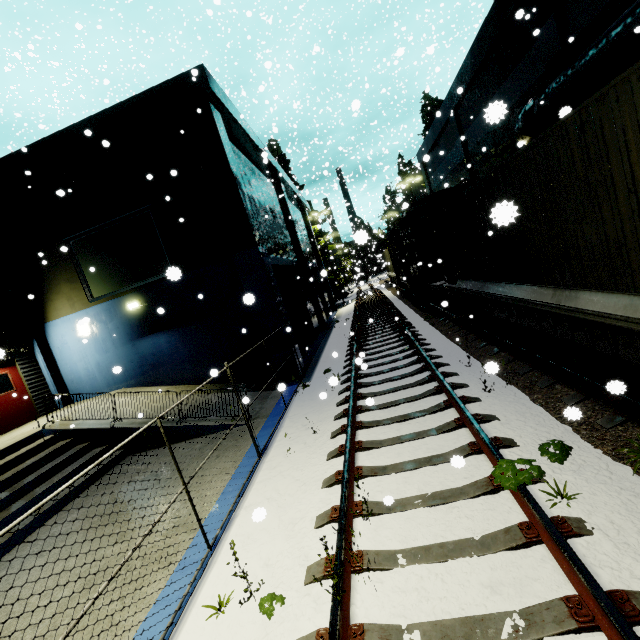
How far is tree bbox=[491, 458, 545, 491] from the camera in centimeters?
346cm

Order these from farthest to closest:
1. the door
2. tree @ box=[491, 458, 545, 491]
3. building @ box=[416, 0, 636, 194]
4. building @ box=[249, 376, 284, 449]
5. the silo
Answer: the silo, the door, building @ box=[416, 0, 636, 194], building @ box=[249, 376, 284, 449], tree @ box=[491, 458, 545, 491]

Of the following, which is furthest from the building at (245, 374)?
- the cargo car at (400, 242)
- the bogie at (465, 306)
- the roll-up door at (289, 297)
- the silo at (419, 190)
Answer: the silo at (419, 190)

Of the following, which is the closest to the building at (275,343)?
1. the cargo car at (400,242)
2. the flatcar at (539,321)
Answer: the cargo car at (400,242)

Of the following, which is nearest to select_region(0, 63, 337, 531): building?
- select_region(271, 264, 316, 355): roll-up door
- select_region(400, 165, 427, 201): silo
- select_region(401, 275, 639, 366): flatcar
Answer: select_region(271, 264, 316, 355): roll-up door

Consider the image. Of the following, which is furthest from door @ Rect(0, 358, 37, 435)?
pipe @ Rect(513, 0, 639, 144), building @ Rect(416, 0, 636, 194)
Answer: pipe @ Rect(513, 0, 639, 144)

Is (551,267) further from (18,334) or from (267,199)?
(18,334)

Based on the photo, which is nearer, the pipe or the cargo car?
the pipe
